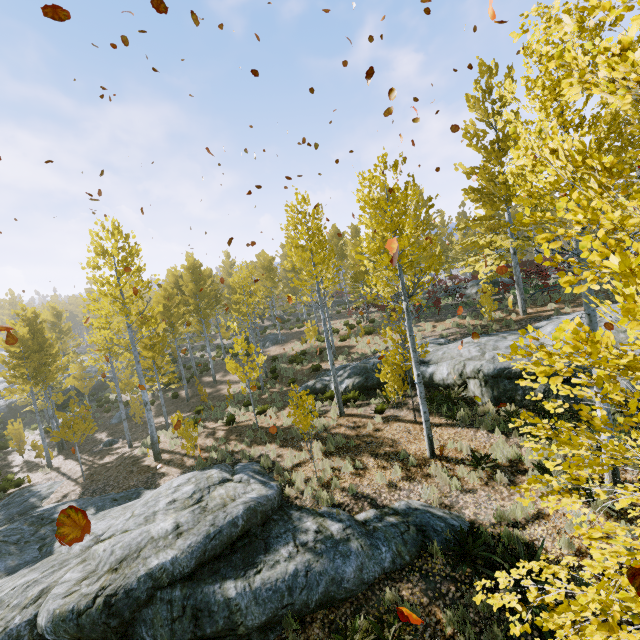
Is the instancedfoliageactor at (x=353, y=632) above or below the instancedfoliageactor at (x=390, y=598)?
below

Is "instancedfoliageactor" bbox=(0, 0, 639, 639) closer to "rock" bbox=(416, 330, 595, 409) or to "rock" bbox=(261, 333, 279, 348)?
"rock" bbox=(416, 330, 595, 409)

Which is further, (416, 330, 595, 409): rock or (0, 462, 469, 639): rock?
(416, 330, 595, 409): rock

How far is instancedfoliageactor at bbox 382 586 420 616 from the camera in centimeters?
583cm

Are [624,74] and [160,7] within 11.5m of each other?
yes

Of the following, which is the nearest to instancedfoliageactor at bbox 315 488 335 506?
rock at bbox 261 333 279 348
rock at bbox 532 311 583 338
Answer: rock at bbox 532 311 583 338
